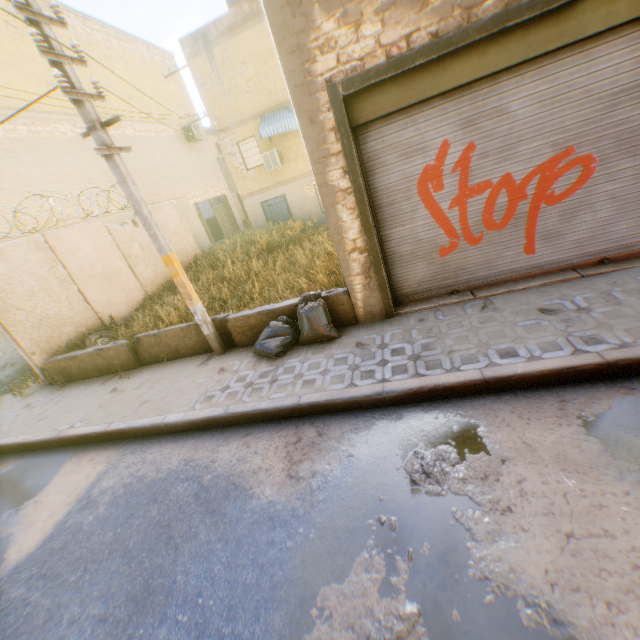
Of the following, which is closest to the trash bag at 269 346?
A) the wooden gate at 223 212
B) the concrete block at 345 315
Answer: the concrete block at 345 315

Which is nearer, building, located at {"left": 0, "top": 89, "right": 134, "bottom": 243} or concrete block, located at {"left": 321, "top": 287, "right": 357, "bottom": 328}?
concrete block, located at {"left": 321, "top": 287, "right": 357, "bottom": 328}

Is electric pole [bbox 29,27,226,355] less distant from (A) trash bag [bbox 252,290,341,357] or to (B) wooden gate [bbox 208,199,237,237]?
(A) trash bag [bbox 252,290,341,357]

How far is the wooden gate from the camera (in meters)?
20.84

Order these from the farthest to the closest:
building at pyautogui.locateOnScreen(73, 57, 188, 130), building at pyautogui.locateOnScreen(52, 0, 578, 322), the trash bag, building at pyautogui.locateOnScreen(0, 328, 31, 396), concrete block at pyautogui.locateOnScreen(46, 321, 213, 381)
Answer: building at pyautogui.locateOnScreen(73, 57, 188, 130)
building at pyautogui.locateOnScreen(0, 328, 31, 396)
concrete block at pyautogui.locateOnScreen(46, 321, 213, 381)
the trash bag
building at pyautogui.locateOnScreen(52, 0, 578, 322)

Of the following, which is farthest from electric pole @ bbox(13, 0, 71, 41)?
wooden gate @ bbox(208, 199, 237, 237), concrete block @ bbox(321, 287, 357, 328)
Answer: Result: wooden gate @ bbox(208, 199, 237, 237)

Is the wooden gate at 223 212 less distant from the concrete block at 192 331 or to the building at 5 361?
the building at 5 361

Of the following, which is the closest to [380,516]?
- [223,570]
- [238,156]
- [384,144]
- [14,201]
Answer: [223,570]
